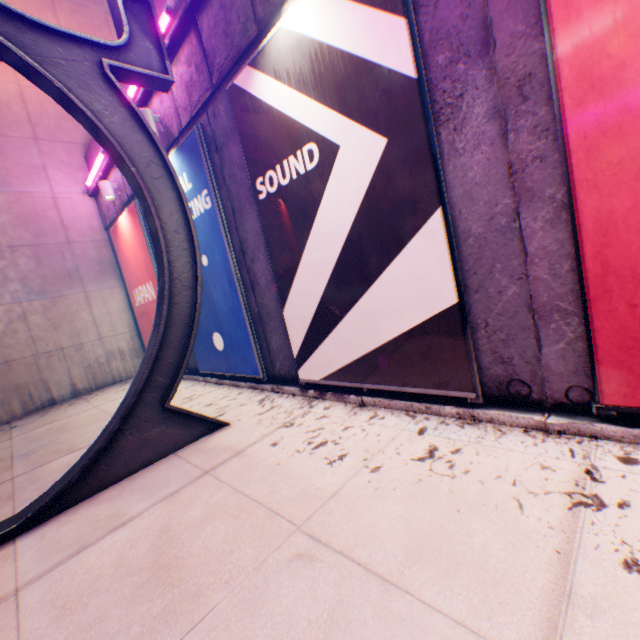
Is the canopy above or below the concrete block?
below

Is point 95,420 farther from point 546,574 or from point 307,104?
point 546,574

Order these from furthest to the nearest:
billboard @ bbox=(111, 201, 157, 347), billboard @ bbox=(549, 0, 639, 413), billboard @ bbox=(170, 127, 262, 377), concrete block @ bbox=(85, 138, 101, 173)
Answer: concrete block @ bbox=(85, 138, 101, 173), billboard @ bbox=(111, 201, 157, 347), billboard @ bbox=(170, 127, 262, 377), billboard @ bbox=(549, 0, 639, 413)

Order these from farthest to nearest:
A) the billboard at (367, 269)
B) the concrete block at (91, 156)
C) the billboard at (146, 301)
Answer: the concrete block at (91, 156)
the billboard at (146, 301)
the billboard at (367, 269)

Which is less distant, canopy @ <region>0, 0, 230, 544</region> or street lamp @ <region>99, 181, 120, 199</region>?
canopy @ <region>0, 0, 230, 544</region>

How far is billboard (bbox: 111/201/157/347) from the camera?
8.0m

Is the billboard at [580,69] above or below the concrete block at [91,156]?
below

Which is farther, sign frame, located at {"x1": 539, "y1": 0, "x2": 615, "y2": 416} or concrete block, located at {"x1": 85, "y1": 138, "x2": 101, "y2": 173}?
concrete block, located at {"x1": 85, "y1": 138, "x2": 101, "y2": 173}
